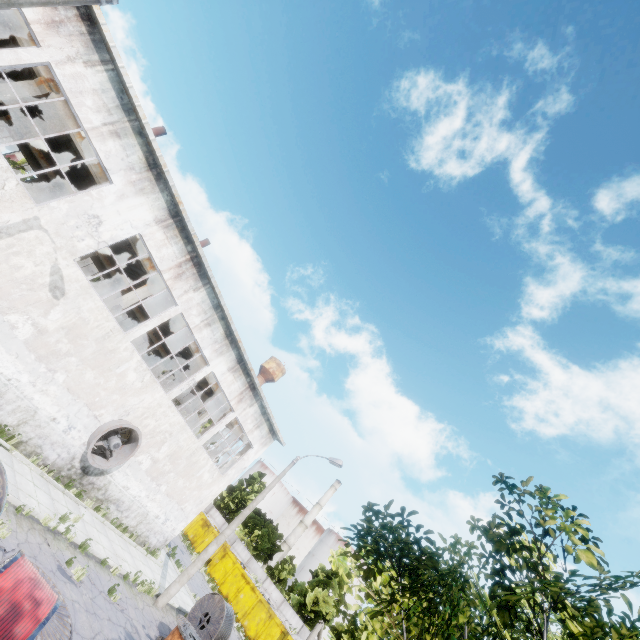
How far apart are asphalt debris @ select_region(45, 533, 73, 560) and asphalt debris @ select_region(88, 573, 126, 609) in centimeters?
55cm

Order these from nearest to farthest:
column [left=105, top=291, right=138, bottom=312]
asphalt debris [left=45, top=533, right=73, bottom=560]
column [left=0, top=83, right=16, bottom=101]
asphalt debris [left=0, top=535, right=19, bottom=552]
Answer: asphalt debris [left=0, top=535, right=19, bottom=552] < asphalt debris [left=45, top=533, right=73, bottom=560] < column [left=0, top=83, right=16, bottom=101] < column [left=105, top=291, right=138, bottom=312]

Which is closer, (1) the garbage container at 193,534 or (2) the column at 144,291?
(2) the column at 144,291

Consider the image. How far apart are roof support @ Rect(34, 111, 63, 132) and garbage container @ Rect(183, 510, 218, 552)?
35.6m

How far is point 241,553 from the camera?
37.25m

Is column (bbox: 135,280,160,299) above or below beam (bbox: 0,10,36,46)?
below

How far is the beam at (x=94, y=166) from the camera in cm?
1398

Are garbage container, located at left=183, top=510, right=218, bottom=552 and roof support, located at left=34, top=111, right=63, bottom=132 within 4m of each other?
no
